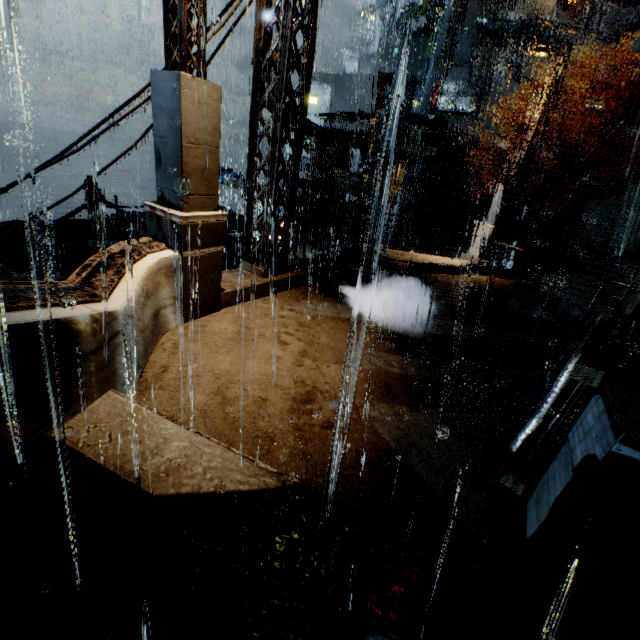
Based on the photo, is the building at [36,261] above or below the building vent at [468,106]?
below

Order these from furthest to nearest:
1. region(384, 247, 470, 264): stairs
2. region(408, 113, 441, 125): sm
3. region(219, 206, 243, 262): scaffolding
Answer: region(408, 113, 441, 125): sm → region(384, 247, 470, 264): stairs → region(219, 206, 243, 262): scaffolding

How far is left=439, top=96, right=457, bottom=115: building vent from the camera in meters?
40.3 m

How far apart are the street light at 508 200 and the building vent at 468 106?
35.59m

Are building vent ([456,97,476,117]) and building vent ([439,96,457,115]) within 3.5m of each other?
yes

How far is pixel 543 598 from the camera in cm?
239

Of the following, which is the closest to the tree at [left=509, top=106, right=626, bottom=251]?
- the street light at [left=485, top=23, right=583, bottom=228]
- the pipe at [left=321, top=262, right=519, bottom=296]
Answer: the street light at [left=485, top=23, right=583, bottom=228]

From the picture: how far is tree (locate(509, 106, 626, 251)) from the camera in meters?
19.1
